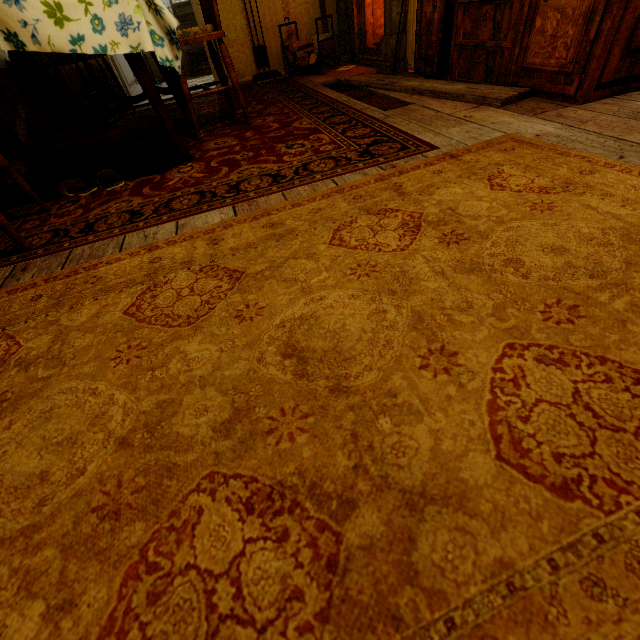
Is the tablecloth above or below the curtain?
above

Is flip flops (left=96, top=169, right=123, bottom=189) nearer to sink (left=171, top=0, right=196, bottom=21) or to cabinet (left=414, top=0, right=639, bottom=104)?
cabinet (left=414, top=0, right=639, bottom=104)

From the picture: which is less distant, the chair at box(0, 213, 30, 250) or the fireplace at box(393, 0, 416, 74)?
the chair at box(0, 213, 30, 250)

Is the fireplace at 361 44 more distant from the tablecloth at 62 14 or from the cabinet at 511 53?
the tablecloth at 62 14

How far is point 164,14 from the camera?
1.50m

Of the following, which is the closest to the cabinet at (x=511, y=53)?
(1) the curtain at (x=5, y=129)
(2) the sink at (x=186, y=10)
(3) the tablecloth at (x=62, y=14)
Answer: (3) the tablecloth at (x=62, y=14)

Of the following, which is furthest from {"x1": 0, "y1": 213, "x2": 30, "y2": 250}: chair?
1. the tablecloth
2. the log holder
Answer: the log holder

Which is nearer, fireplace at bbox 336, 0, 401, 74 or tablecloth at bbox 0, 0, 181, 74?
tablecloth at bbox 0, 0, 181, 74
